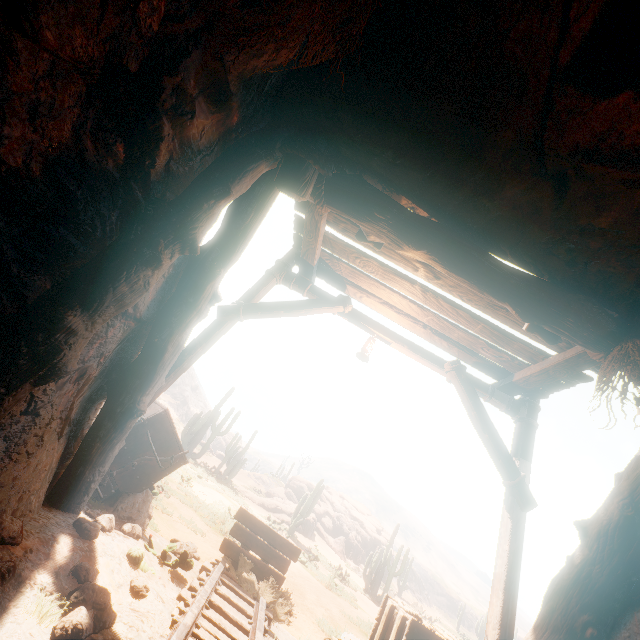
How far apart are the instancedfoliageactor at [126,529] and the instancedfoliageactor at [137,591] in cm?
103

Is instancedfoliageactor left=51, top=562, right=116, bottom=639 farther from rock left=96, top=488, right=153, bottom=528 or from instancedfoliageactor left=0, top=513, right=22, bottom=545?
rock left=96, top=488, right=153, bottom=528

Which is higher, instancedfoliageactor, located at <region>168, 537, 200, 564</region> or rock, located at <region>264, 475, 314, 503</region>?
rock, located at <region>264, 475, 314, 503</region>

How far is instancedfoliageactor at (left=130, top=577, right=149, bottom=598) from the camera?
2.85m

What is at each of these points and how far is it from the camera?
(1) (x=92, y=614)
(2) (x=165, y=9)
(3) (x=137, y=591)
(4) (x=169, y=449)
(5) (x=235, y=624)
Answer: (1) instancedfoliageactor, 2.2 meters
(2) z, 1.9 meters
(3) instancedfoliageactor, 2.9 meters
(4) mining cart, 4.9 meters
(5) tracks, 3.6 meters

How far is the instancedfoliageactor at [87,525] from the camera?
2.97m

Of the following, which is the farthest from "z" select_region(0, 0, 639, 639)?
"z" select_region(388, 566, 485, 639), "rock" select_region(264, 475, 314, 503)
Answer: "z" select_region(388, 566, 485, 639)

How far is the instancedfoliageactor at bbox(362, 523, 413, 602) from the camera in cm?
1716
